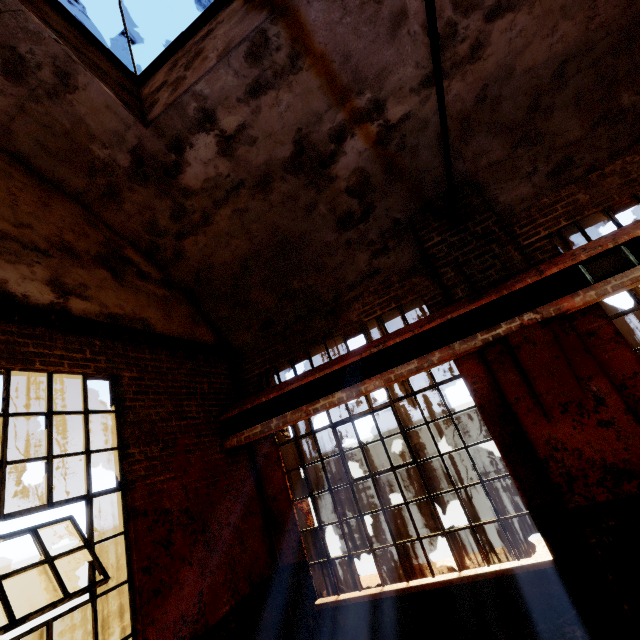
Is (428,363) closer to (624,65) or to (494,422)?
(494,422)

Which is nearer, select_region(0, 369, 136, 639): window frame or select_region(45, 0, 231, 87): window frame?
select_region(0, 369, 136, 639): window frame

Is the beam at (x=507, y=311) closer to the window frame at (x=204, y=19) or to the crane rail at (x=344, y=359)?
the crane rail at (x=344, y=359)

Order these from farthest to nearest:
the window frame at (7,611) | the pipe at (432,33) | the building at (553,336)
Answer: the building at (553,336) < the window frame at (7,611) < the pipe at (432,33)

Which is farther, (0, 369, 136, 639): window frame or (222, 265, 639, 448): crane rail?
(222, 265, 639, 448): crane rail

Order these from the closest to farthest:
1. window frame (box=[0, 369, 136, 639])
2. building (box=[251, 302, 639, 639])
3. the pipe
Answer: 1. the pipe
2. window frame (box=[0, 369, 136, 639])
3. building (box=[251, 302, 639, 639])

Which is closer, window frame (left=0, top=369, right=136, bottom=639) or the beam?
window frame (left=0, top=369, right=136, bottom=639)

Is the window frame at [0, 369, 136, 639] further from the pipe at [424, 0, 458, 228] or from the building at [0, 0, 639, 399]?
the pipe at [424, 0, 458, 228]
